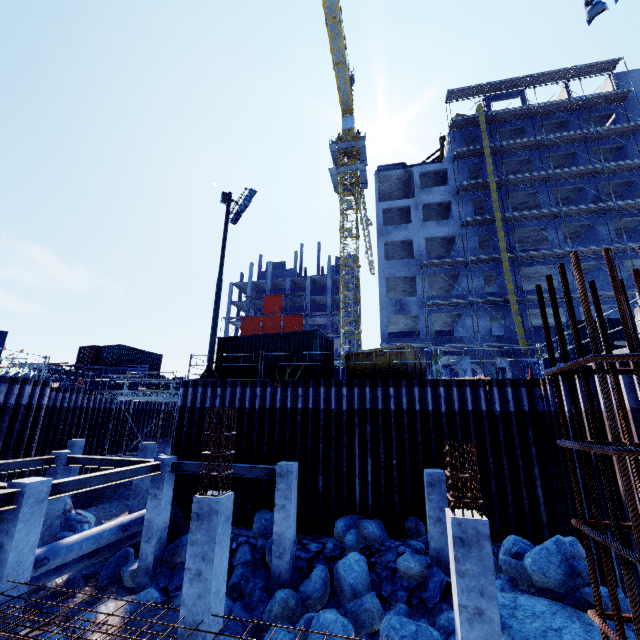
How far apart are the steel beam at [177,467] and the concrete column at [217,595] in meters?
4.5 m

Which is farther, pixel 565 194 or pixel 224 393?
pixel 565 194

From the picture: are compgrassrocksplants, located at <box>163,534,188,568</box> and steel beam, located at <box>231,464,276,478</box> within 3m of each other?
yes

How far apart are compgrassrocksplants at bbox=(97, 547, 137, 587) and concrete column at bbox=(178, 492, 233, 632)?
8.25m

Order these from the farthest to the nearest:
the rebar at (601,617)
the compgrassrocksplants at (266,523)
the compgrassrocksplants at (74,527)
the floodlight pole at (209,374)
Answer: the floodlight pole at (209,374)
the compgrassrocksplants at (74,527)
the compgrassrocksplants at (266,523)
the rebar at (601,617)

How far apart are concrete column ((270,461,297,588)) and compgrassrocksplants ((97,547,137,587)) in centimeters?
637cm

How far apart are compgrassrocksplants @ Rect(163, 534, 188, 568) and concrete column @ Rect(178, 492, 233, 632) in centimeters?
569cm

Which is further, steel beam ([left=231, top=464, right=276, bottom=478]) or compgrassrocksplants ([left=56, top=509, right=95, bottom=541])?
compgrassrocksplants ([left=56, top=509, right=95, bottom=541])
